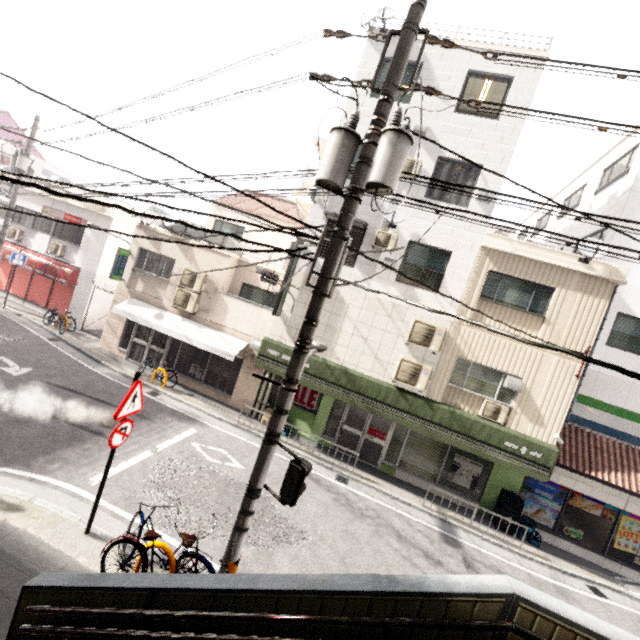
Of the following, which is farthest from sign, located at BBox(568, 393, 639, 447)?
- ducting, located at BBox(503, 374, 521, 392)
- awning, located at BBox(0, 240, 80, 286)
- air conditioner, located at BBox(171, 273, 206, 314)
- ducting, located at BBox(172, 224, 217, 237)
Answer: awning, located at BBox(0, 240, 80, 286)

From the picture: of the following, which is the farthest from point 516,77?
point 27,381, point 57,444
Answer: point 27,381

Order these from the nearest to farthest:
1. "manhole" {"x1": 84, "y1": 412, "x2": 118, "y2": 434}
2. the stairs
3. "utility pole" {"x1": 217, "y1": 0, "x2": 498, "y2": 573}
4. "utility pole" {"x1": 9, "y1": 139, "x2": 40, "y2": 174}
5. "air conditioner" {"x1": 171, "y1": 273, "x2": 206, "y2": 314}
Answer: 1. the stairs
2. "utility pole" {"x1": 217, "y1": 0, "x2": 498, "y2": 573}
3. "manhole" {"x1": 84, "y1": 412, "x2": 118, "y2": 434}
4. "air conditioner" {"x1": 171, "y1": 273, "x2": 206, "y2": 314}
5. "utility pole" {"x1": 9, "y1": 139, "x2": 40, "y2": 174}

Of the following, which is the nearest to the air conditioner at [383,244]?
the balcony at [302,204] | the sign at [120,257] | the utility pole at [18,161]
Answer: the balcony at [302,204]

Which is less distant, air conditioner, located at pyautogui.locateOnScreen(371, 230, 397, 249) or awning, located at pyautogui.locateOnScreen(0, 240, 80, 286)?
air conditioner, located at pyautogui.locateOnScreen(371, 230, 397, 249)

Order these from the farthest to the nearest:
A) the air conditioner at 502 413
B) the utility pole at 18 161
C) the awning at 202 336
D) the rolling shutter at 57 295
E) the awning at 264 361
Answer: the rolling shutter at 57 295 → the utility pole at 18 161 → the awning at 202 336 → the awning at 264 361 → the air conditioner at 502 413

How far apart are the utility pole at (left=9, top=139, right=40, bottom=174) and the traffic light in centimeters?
1535cm

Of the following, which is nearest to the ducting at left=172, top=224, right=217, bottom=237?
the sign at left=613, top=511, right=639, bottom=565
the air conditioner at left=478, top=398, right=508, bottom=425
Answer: the air conditioner at left=478, top=398, right=508, bottom=425
